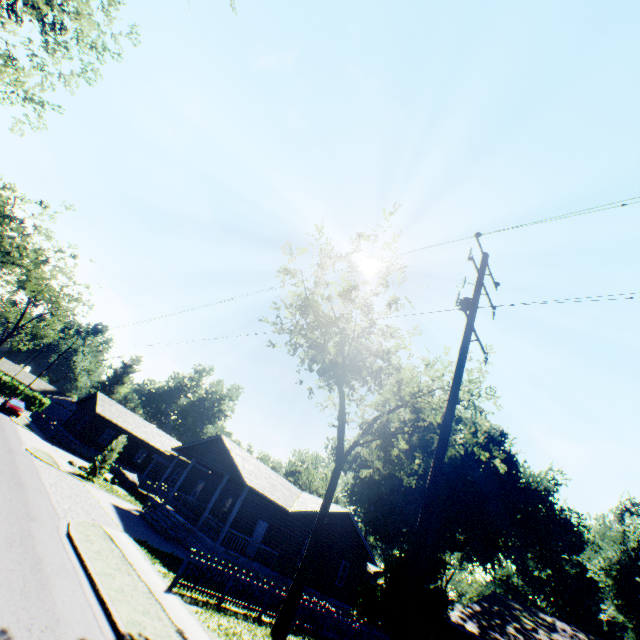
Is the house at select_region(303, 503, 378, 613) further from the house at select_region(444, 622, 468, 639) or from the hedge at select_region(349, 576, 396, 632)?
the house at select_region(444, 622, 468, 639)

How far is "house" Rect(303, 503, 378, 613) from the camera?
23.45m

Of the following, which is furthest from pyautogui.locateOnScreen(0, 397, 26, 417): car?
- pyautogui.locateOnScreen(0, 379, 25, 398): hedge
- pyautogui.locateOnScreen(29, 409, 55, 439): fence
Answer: pyautogui.locateOnScreen(0, 379, 25, 398): hedge

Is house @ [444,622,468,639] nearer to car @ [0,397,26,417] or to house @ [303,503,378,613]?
house @ [303,503,378,613]

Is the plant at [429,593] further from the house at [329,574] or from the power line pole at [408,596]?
the power line pole at [408,596]

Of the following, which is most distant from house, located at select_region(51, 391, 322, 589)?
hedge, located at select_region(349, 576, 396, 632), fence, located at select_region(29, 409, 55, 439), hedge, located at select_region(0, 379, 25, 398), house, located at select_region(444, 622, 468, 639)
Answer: hedge, located at select_region(0, 379, 25, 398)

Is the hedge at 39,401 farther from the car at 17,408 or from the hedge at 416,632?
the hedge at 416,632

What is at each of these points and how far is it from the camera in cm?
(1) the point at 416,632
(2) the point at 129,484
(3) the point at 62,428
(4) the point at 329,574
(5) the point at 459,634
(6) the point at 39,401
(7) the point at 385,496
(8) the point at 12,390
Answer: (1) hedge, 2969
(2) rock, 3005
(3) house, 4203
(4) house, 2423
(5) house, 3631
(6) hedge, 5903
(7) plant, 3659
(8) hedge, 5641
